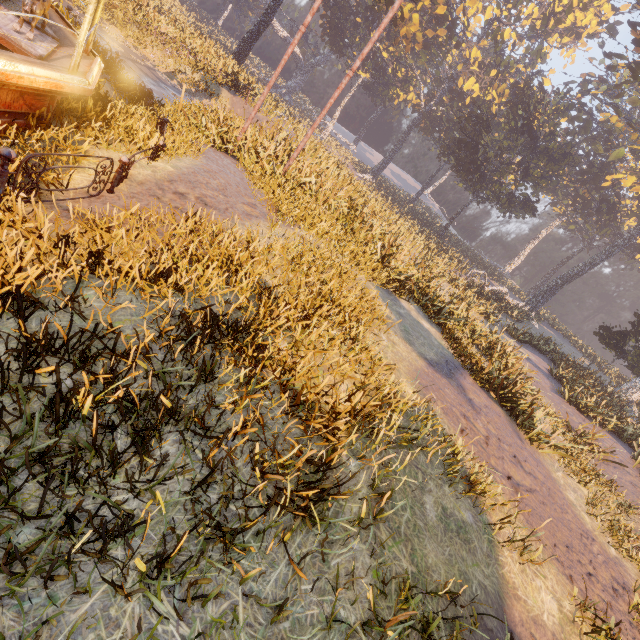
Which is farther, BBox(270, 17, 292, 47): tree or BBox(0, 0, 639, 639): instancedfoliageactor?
BBox(270, 17, 292, 47): tree

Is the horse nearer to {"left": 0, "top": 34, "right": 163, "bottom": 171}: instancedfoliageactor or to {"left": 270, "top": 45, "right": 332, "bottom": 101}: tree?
{"left": 0, "top": 34, "right": 163, "bottom": 171}: instancedfoliageactor

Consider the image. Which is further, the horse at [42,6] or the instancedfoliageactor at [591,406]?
the horse at [42,6]

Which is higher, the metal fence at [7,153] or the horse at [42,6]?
the horse at [42,6]

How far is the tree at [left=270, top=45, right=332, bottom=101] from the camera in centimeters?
5700cm

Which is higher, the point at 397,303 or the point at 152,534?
the point at 397,303
